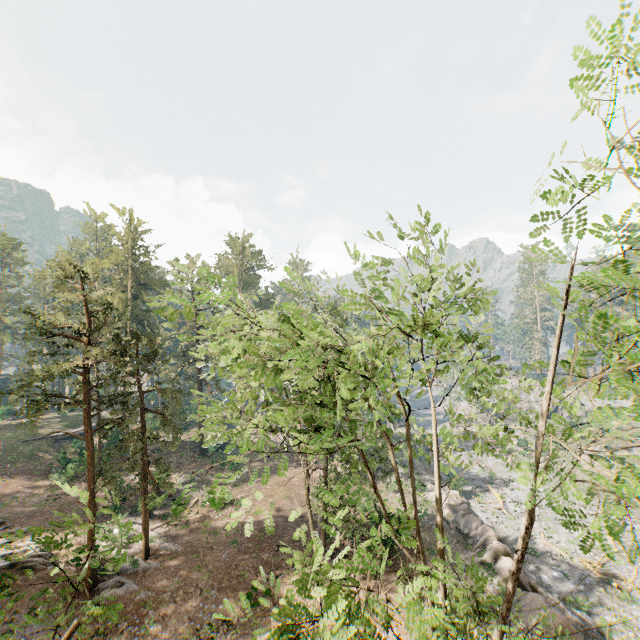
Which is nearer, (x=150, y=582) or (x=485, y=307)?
(x=485, y=307)

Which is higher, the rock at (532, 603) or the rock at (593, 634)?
the rock at (532, 603)

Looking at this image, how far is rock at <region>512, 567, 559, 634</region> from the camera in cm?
1650

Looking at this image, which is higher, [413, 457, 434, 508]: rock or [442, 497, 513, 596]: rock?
[442, 497, 513, 596]: rock

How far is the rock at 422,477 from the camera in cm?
3268

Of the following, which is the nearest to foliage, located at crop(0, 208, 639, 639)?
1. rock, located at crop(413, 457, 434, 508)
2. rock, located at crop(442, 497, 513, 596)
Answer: rock, located at crop(442, 497, 513, 596)

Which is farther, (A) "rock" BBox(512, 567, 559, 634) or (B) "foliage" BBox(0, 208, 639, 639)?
(A) "rock" BBox(512, 567, 559, 634)
